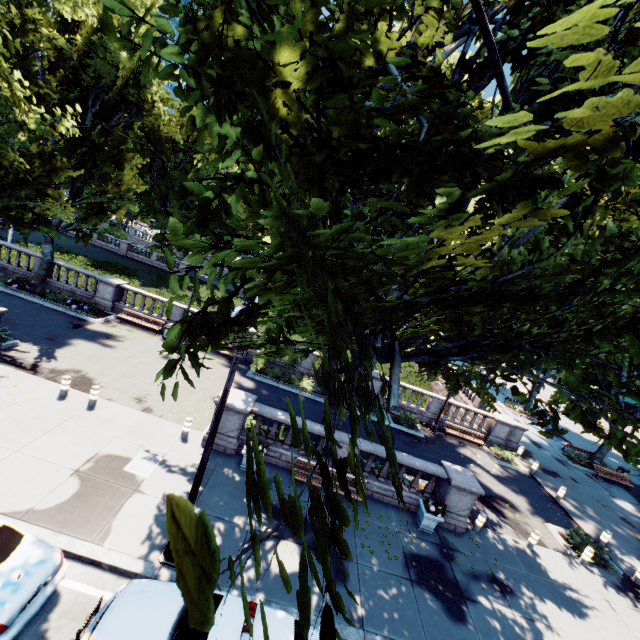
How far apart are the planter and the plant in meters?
0.0 m

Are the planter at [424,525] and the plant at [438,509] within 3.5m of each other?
yes

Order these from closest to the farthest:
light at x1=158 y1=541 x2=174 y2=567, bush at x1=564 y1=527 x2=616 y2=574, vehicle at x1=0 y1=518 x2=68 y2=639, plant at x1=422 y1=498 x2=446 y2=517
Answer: vehicle at x1=0 y1=518 x2=68 y2=639, light at x1=158 y1=541 x2=174 y2=567, plant at x1=422 y1=498 x2=446 y2=517, bush at x1=564 y1=527 x2=616 y2=574

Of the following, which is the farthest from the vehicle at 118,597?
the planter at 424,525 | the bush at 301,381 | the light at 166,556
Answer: the bush at 301,381

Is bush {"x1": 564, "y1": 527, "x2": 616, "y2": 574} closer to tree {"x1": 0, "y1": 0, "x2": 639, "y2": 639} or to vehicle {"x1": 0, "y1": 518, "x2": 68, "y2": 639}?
tree {"x1": 0, "y1": 0, "x2": 639, "y2": 639}

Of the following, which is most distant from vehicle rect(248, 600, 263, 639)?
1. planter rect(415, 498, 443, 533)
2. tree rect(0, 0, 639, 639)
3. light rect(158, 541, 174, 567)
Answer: planter rect(415, 498, 443, 533)

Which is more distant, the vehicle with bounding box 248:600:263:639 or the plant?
the plant

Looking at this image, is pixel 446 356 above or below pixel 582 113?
below
